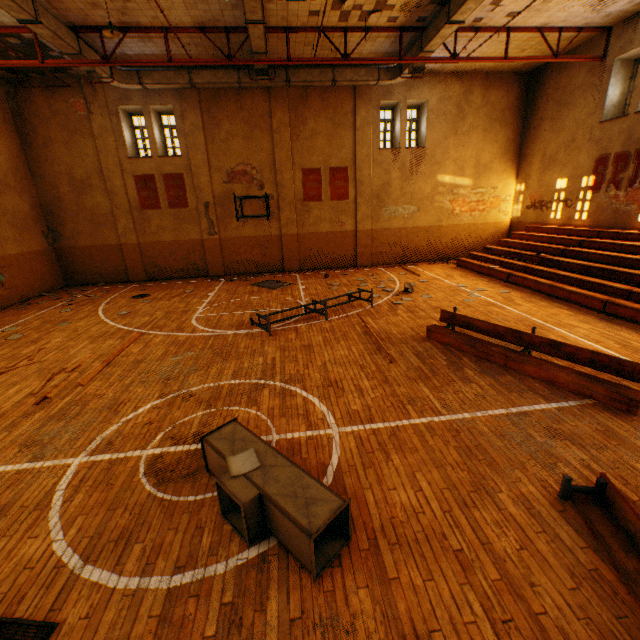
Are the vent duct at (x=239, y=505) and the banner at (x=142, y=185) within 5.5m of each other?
no

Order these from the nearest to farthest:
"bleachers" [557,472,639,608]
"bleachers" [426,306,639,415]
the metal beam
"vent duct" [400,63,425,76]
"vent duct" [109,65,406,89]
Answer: "bleachers" [557,472,639,608] → "bleachers" [426,306,639,415] → the metal beam → "vent duct" [400,63,425,76] → "vent duct" [109,65,406,89]

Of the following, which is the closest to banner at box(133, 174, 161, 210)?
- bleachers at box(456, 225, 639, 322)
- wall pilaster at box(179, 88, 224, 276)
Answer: wall pilaster at box(179, 88, 224, 276)

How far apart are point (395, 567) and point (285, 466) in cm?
141

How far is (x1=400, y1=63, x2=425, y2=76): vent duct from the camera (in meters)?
12.28

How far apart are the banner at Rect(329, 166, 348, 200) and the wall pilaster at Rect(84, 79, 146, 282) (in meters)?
9.74

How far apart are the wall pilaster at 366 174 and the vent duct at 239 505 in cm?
1437

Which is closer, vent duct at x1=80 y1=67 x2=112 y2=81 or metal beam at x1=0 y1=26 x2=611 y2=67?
metal beam at x1=0 y1=26 x2=611 y2=67
